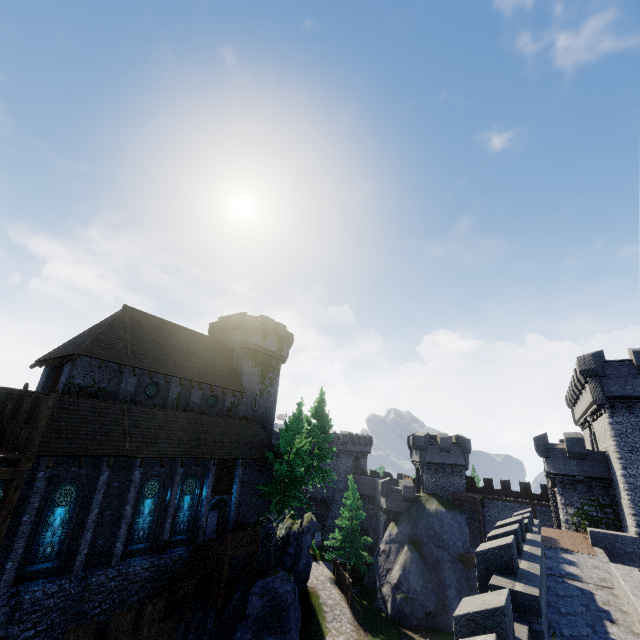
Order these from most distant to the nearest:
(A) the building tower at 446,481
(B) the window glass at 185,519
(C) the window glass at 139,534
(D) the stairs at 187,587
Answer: (A) the building tower at 446,481, (B) the window glass at 185,519, (C) the window glass at 139,534, (D) the stairs at 187,587

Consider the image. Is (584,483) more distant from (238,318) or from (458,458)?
(238,318)

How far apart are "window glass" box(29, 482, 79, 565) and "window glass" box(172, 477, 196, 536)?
6.5m

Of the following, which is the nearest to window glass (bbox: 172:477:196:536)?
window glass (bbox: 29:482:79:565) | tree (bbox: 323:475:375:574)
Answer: window glass (bbox: 29:482:79:565)

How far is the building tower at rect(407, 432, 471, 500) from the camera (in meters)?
39.59

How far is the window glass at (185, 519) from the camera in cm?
2269

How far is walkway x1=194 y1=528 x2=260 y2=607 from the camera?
21.1 meters

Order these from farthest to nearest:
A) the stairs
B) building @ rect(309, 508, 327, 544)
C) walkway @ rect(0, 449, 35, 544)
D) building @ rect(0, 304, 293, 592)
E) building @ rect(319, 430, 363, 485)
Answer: building @ rect(319, 430, 363, 485), building @ rect(309, 508, 327, 544), the stairs, building @ rect(0, 304, 293, 592), walkway @ rect(0, 449, 35, 544)
